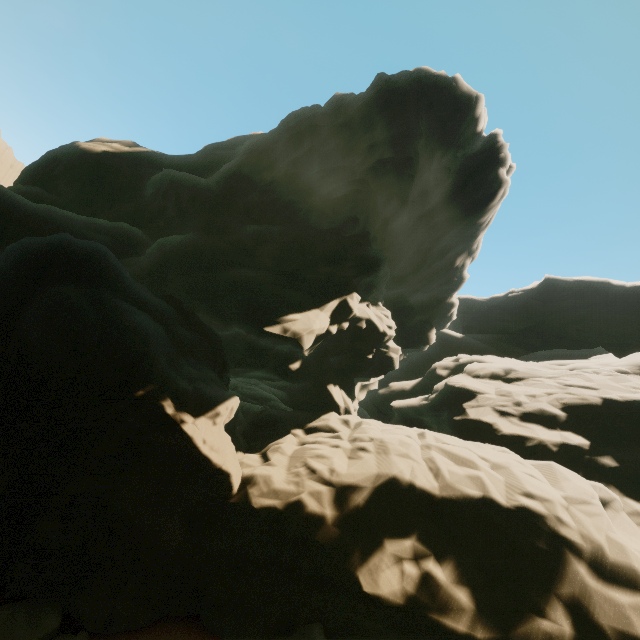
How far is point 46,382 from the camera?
8.5m
